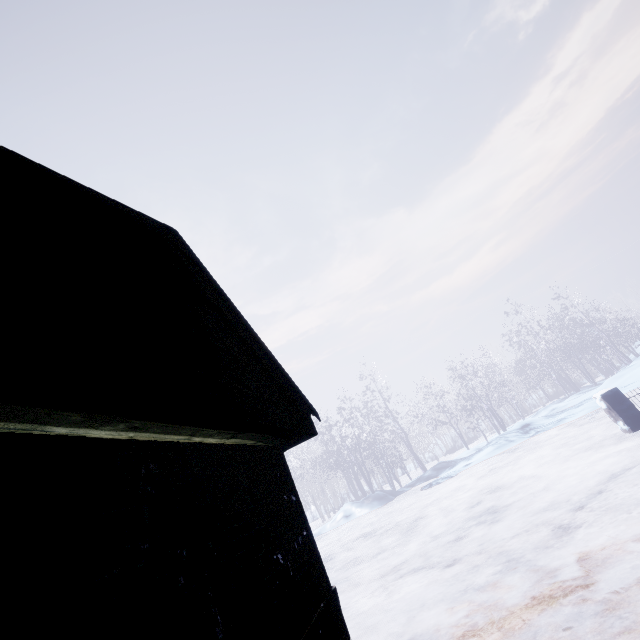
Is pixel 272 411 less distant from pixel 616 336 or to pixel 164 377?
pixel 164 377
